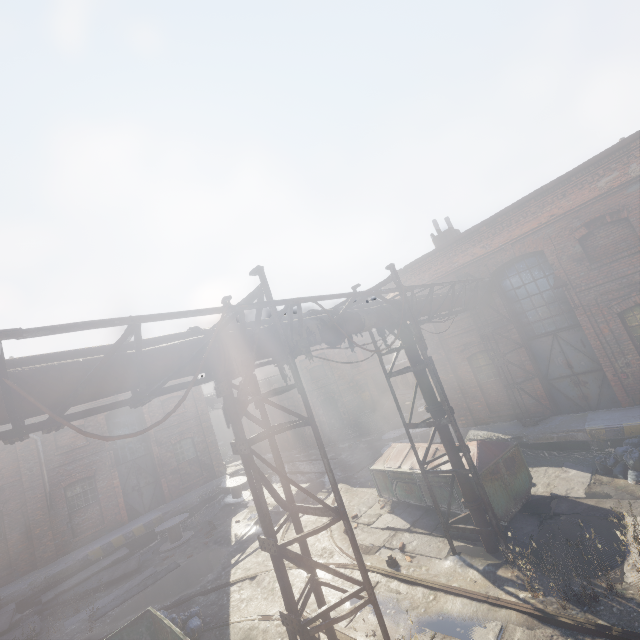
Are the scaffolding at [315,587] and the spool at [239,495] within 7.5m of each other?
no

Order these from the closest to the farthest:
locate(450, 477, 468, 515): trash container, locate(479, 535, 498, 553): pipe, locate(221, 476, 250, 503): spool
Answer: locate(479, 535, 498, 553): pipe
locate(450, 477, 468, 515): trash container
locate(221, 476, 250, 503): spool

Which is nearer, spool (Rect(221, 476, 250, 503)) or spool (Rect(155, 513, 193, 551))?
spool (Rect(155, 513, 193, 551))

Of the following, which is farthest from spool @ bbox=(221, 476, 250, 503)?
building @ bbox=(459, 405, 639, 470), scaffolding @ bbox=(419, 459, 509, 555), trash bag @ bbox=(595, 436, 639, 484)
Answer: trash bag @ bbox=(595, 436, 639, 484)

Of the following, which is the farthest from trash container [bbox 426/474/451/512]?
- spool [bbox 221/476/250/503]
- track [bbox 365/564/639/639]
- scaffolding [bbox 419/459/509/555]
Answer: spool [bbox 221/476/250/503]

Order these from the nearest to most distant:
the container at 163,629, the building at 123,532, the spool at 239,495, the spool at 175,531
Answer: the container at 163,629 < the building at 123,532 < the spool at 175,531 < the spool at 239,495

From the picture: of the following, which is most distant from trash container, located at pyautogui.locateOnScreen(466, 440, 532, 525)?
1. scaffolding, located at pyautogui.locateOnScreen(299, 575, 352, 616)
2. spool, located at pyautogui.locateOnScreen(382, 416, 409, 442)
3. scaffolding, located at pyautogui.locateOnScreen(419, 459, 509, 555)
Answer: scaffolding, located at pyautogui.locateOnScreen(299, 575, 352, 616)

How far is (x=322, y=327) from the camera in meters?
6.0
